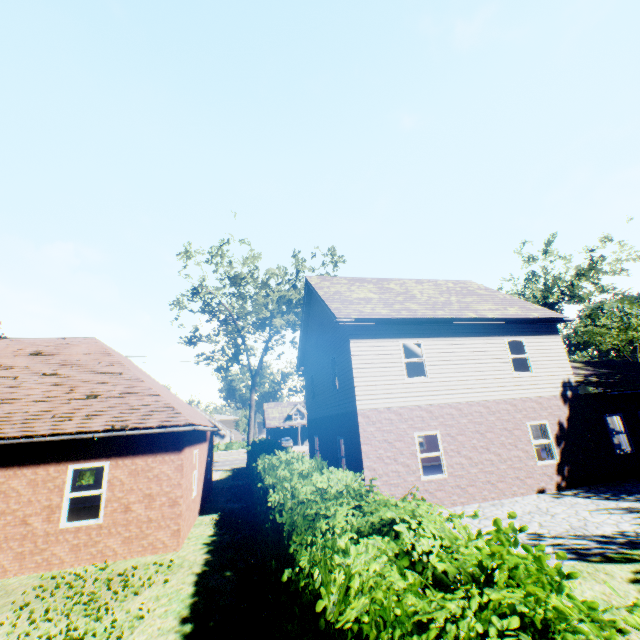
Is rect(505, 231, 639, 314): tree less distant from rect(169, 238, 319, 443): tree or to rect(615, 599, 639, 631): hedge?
rect(169, 238, 319, 443): tree

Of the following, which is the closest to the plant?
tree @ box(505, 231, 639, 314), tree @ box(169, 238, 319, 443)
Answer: tree @ box(169, 238, 319, 443)

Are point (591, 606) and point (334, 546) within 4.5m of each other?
yes

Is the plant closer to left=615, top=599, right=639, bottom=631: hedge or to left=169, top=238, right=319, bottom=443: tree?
left=169, top=238, right=319, bottom=443: tree

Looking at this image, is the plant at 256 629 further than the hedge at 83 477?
No

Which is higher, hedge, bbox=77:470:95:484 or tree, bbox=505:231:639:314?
tree, bbox=505:231:639:314

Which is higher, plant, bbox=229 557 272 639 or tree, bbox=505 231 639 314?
tree, bbox=505 231 639 314

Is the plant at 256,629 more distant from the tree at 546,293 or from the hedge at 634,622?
the tree at 546,293
